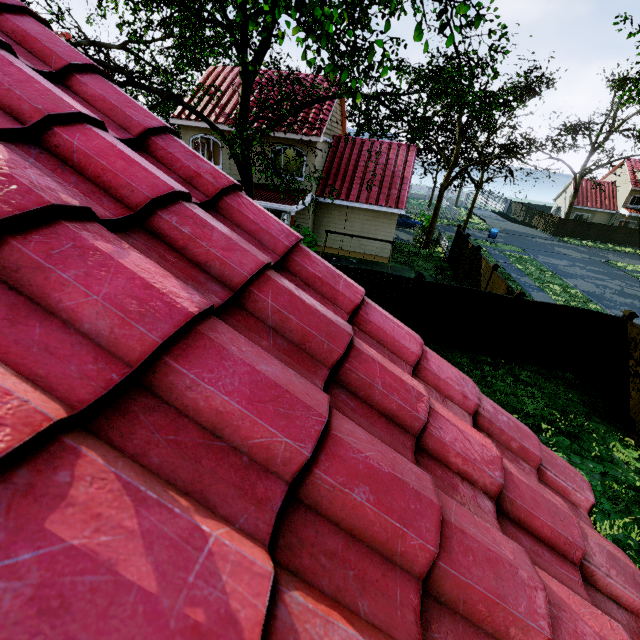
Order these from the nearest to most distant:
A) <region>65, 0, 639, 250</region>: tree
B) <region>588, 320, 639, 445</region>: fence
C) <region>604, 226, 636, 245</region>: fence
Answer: <region>65, 0, 639, 250</region>: tree, <region>588, 320, 639, 445</region>: fence, <region>604, 226, 636, 245</region>: fence

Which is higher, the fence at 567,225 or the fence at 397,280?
the fence at 397,280

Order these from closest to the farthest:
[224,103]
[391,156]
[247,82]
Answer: [247,82], [224,103], [391,156]

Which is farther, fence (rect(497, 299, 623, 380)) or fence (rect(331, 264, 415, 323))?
fence (rect(331, 264, 415, 323))

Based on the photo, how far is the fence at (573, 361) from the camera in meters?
9.6

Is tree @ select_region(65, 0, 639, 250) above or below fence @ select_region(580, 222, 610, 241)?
above

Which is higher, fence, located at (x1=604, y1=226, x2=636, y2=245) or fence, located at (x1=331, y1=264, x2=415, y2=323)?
fence, located at (x1=331, y1=264, x2=415, y2=323)
